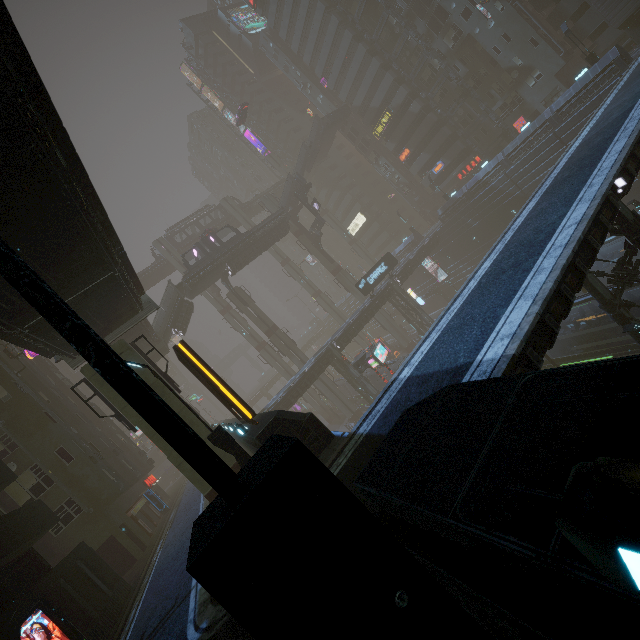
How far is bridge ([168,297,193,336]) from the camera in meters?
39.0 m

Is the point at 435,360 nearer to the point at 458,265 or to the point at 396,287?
the point at 396,287

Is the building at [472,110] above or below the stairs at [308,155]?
below

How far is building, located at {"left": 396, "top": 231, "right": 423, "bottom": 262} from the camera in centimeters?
5529cm

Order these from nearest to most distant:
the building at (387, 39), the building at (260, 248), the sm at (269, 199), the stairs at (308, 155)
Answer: the building at (260, 248) → the building at (387, 39) → the stairs at (308, 155) → the sm at (269, 199)

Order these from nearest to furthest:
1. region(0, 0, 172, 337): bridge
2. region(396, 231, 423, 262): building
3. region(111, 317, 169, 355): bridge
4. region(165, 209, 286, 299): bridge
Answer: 1. region(0, 0, 172, 337): bridge
2. region(111, 317, 169, 355): bridge
3. region(165, 209, 286, 299): bridge
4. region(396, 231, 423, 262): building

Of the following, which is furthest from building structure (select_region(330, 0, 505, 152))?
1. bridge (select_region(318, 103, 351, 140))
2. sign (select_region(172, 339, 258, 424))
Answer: sign (select_region(172, 339, 258, 424))

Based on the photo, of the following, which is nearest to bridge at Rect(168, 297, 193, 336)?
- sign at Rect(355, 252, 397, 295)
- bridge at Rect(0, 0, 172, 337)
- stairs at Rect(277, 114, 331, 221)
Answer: stairs at Rect(277, 114, 331, 221)
